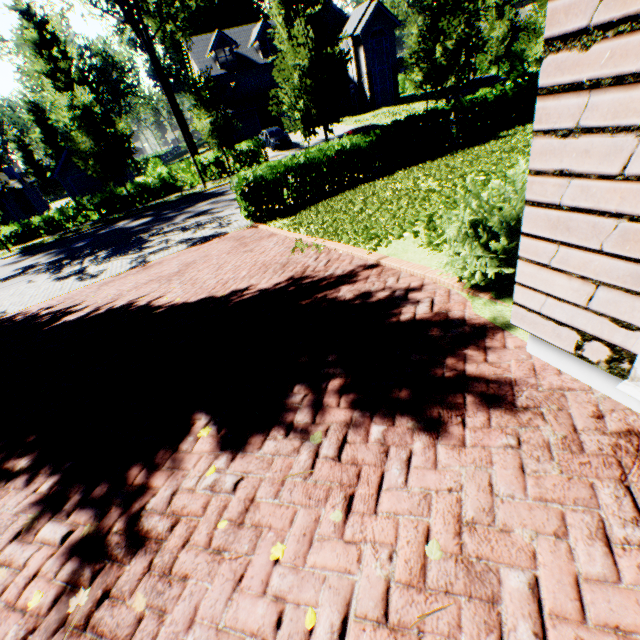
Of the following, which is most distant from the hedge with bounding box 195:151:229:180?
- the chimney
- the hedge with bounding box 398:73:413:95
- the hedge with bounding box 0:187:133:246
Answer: the hedge with bounding box 398:73:413:95

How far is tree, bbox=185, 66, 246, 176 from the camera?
20.3m

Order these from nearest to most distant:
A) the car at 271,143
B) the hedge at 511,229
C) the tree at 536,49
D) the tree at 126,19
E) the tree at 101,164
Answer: the hedge at 511,229 < the tree at 536,49 < the tree at 101,164 < the tree at 126,19 < the car at 271,143

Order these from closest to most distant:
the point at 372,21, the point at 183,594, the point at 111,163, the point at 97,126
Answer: the point at 183,594 < the point at 97,126 < the point at 111,163 < the point at 372,21

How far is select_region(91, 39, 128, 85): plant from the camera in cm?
4577

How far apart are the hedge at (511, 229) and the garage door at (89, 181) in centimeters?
3670cm

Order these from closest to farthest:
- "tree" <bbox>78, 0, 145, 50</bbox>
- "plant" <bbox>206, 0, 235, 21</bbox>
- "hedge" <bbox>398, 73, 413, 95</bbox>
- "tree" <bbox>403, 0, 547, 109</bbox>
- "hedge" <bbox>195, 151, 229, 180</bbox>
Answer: "tree" <bbox>403, 0, 547, 109</bbox>
"tree" <bbox>78, 0, 145, 50</bbox>
"hedge" <bbox>195, 151, 229, 180</bbox>
"hedge" <bbox>398, 73, 413, 95</bbox>
"plant" <bbox>206, 0, 235, 21</bbox>
